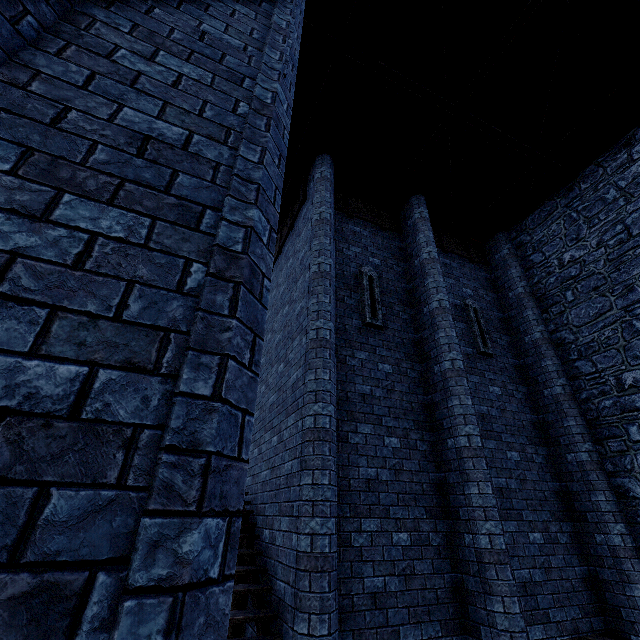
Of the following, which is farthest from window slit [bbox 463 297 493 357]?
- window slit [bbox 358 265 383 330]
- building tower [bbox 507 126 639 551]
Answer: A: window slit [bbox 358 265 383 330]

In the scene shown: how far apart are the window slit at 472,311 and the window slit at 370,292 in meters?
2.8

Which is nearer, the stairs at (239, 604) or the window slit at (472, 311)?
the stairs at (239, 604)

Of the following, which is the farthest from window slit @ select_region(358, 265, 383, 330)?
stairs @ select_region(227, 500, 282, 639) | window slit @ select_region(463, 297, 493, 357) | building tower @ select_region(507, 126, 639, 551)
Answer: building tower @ select_region(507, 126, 639, 551)

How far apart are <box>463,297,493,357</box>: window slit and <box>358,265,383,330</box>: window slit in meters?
2.8

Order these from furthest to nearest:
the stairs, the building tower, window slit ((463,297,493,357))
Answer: window slit ((463,297,493,357))
the building tower
the stairs

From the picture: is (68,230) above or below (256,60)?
below

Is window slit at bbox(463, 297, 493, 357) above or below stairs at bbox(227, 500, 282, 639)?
above
